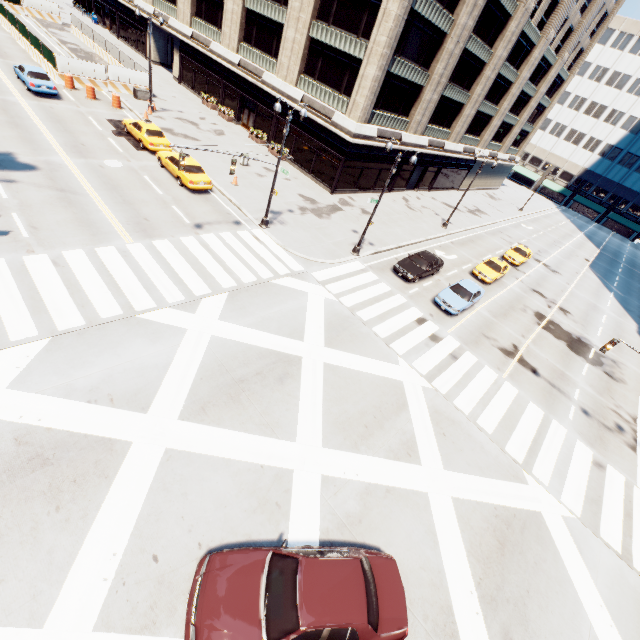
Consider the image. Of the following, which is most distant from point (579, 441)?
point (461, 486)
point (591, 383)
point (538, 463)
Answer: point (461, 486)

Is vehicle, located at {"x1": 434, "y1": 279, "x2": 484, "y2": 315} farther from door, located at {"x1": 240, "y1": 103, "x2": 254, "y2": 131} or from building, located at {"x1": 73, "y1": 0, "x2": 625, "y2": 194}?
door, located at {"x1": 240, "y1": 103, "x2": 254, "y2": 131}

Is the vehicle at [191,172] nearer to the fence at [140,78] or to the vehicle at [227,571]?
the fence at [140,78]

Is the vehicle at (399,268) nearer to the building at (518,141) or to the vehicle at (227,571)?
the building at (518,141)

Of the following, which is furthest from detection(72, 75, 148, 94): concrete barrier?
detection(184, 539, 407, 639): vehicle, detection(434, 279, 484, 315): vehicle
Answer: detection(184, 539, 407, 639): vehicle

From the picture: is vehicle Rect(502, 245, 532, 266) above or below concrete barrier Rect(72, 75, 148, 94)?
above

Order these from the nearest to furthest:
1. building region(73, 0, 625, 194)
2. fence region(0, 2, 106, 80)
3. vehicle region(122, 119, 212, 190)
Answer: vehicle region(122, 119, 212, 190) → building region(73, 0, 625, 194) → fence region(0, 2, 106, 80)

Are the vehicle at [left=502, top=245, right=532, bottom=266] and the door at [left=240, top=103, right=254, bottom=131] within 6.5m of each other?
no
